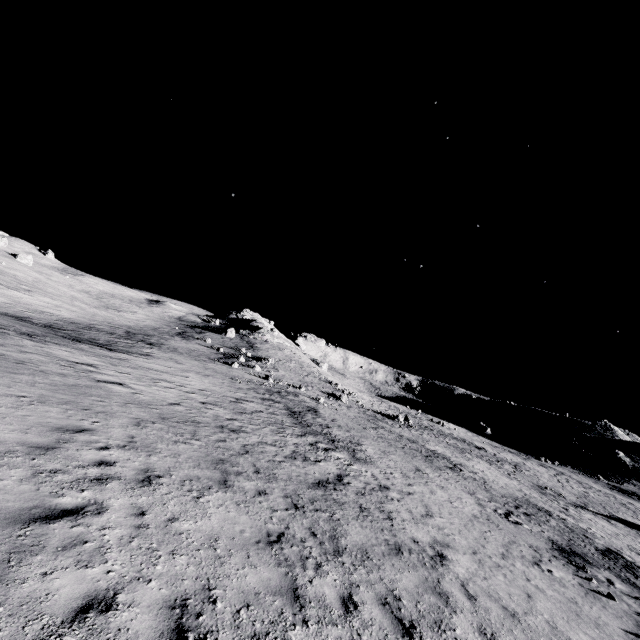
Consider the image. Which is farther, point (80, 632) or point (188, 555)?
point (188, 555)
